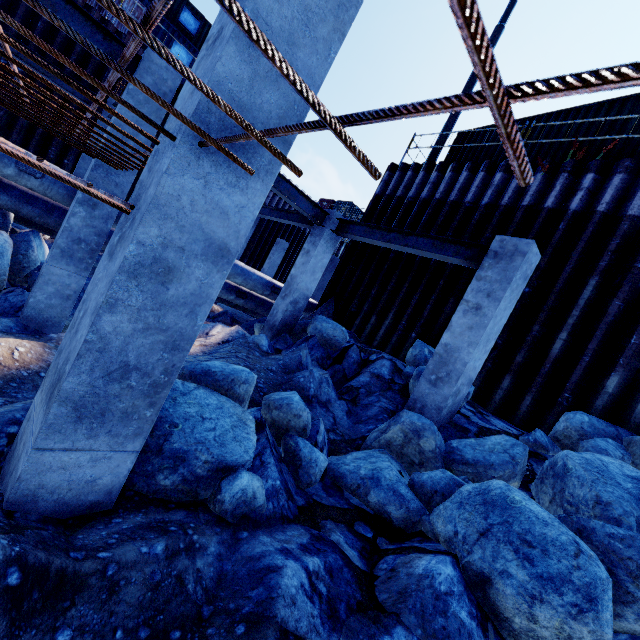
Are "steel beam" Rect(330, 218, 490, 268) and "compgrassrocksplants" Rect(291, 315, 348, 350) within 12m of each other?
yes

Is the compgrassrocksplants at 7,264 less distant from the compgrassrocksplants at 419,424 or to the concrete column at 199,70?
the compgrassrocksplants at 419,424

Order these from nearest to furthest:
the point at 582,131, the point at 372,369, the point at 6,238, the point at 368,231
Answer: the point at 6,238 → the point at 372,369 → the point at 368,231 → the point at 582,131

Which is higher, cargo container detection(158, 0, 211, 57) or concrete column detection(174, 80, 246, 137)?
cargo container detection(158, 0, 211, 57)

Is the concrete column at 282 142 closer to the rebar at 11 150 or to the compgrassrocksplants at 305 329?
the rebar at 11 150

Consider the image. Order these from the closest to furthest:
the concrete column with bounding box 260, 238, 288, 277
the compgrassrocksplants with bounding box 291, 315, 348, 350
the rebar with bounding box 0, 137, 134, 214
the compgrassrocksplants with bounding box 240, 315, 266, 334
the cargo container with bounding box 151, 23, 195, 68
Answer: the rebar with bounding box 0, 137, 134, 214 → the compgrassrocksplants with bounding box 291, 315, 348, 350 → the compgrassrocksplants with bounding box 240, 315, 266, 334 → the cargo container with bounding box 151, 23, 195, 68 → the concrete column with bounding box 260, 238, 288, 277

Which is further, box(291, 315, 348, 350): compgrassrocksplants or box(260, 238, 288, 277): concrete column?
box(260, 238, 288, 277): concrete column

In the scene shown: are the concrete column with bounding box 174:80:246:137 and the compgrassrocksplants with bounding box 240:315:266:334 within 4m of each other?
no
